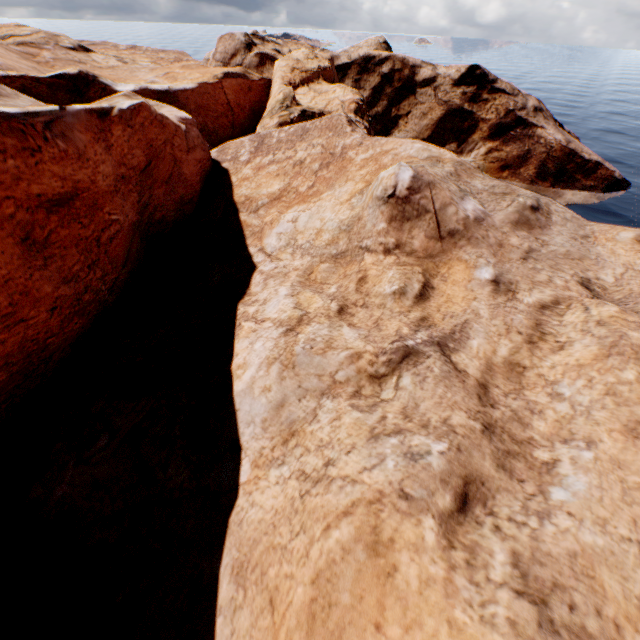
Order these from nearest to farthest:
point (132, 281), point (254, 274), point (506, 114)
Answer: point (254, 274) < point (132, 281) < point (506, 114)
